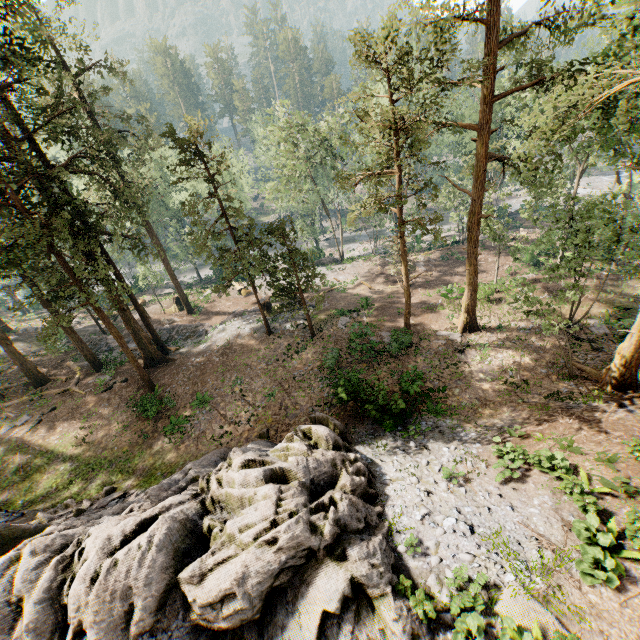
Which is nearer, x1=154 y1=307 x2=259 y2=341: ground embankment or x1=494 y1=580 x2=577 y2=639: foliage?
x1=494 y1=580 x2=577 y2=639: foliage

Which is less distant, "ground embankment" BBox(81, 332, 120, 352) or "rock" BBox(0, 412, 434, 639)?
"rock" BBox(0, 412, 434, 639)

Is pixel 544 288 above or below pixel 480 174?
below

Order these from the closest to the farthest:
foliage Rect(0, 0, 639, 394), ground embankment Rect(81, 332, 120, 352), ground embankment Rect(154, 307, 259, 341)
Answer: foliage Rect(0, 0, 639, 394) → ground embankment Rect(154, 307, 259, 341) → ground embankment Rect(81, 332, 120, 352)

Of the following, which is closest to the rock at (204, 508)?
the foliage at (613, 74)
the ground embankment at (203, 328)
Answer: the foliage at (613, 74)

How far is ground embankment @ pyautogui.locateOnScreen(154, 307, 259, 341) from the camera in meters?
31.1

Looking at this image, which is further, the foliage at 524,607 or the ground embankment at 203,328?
the ground embankment at 203,328

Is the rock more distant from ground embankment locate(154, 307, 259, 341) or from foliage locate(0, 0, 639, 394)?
ground embankment locate(154, 307, 259, 341)
